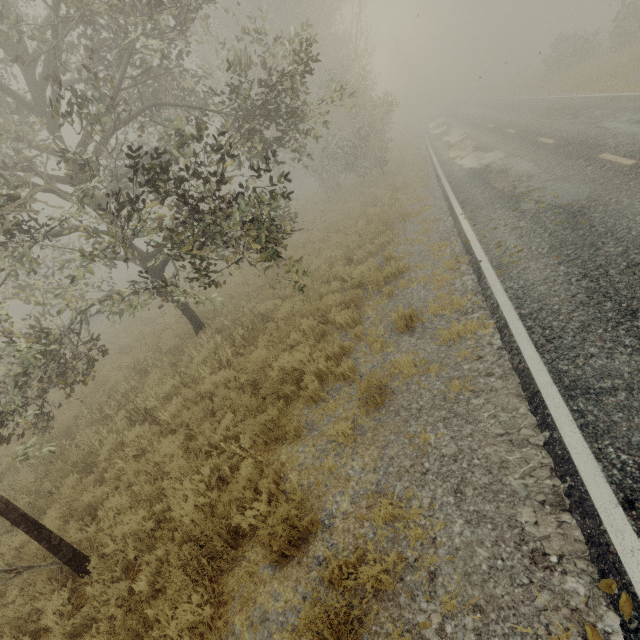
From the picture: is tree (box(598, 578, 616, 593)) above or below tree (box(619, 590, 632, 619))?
below

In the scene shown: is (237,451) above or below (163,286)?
below

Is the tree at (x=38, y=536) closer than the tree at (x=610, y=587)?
No

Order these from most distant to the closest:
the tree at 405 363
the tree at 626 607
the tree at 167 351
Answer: the tree at 167 351
the tree at 405 363
the tree at 626 607

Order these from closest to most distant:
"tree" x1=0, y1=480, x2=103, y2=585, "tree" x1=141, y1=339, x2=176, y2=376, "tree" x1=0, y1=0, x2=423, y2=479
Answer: "tree" x1=0, y1=480, x2=103, y2=585 < "tree" x1=0, y1=0, x2=423, y2=479 < "tree" x1=141, y1=339, x2=176, y2=376

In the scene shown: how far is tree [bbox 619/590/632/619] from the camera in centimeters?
222cm
